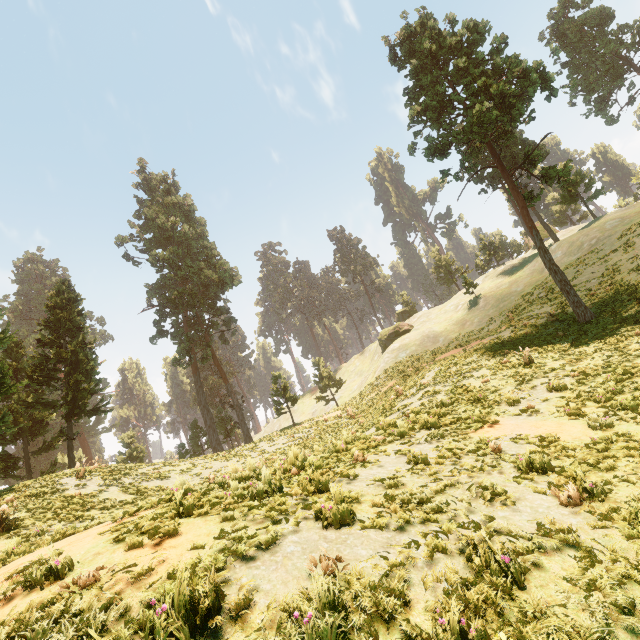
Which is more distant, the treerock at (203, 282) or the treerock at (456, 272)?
the treerock at (456, 272)

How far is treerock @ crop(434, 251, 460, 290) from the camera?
57.3 meters

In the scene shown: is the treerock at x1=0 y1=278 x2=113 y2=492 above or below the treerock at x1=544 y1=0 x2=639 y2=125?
below

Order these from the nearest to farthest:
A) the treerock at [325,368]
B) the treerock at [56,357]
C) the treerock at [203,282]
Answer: the treerock at [56,357] < the treerock at [203,282] < the treerock at [325,368]

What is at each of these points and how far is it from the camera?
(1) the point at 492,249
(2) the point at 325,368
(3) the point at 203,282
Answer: (1) treerock, 54.1m
(2) treerock, 46.2m
(3) treerock, 42.6m
